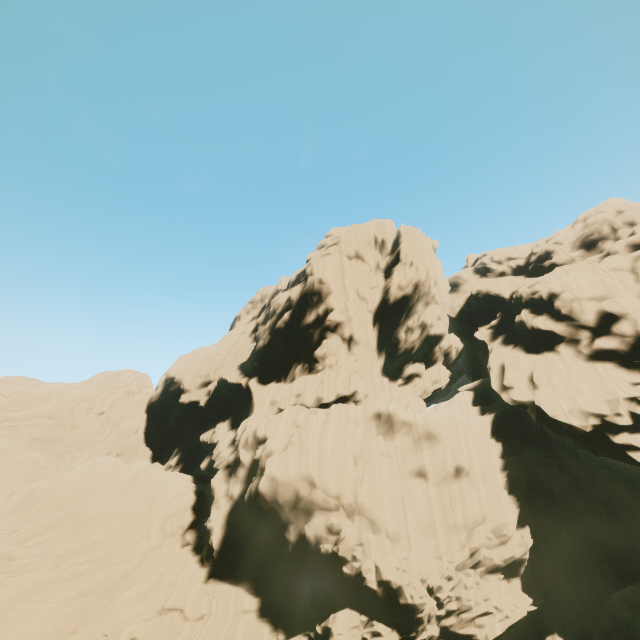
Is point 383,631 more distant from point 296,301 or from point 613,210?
point 613,210
